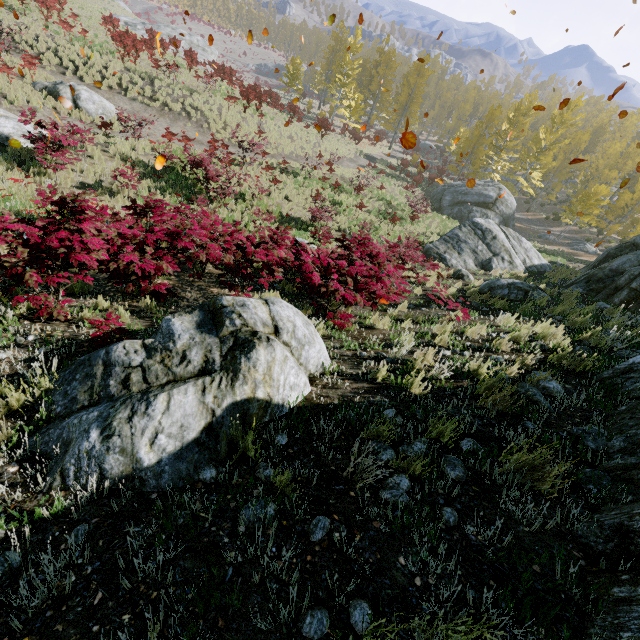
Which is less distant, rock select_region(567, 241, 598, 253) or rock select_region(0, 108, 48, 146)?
rock select_region(0, 108, 48, 146)

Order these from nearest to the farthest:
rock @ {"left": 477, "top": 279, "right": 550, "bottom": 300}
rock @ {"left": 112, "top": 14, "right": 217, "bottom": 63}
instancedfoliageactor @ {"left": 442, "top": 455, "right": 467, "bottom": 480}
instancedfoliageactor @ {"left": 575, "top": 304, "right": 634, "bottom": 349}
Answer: instancedfoliageactor @ {"left": 442, "top": 455, "right": 467, "bottom": 480} < instancedfoliageactor @ {"left": 575, "top": 304, "right": 634, "bottom": 349} < rock @ {"left": 477, "top": 279, "right": 550, "bottom": 300} < rock @ {"left": 112, "top": 14, "right": 217, "bottom": 63}

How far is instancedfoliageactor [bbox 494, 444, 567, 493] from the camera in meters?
2.4

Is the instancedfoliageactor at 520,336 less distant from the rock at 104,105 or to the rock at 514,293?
the rock at 514,293

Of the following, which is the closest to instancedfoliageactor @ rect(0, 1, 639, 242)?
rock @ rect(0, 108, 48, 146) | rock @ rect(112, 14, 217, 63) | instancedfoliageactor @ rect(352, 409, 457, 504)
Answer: rock @ rect(0, 108, 48, 146)

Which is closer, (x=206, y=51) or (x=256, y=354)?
(x=256, y=354)

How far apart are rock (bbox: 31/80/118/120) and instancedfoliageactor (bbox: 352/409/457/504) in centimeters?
2187cm

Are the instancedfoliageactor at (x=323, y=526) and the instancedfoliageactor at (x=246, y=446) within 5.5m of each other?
yes
